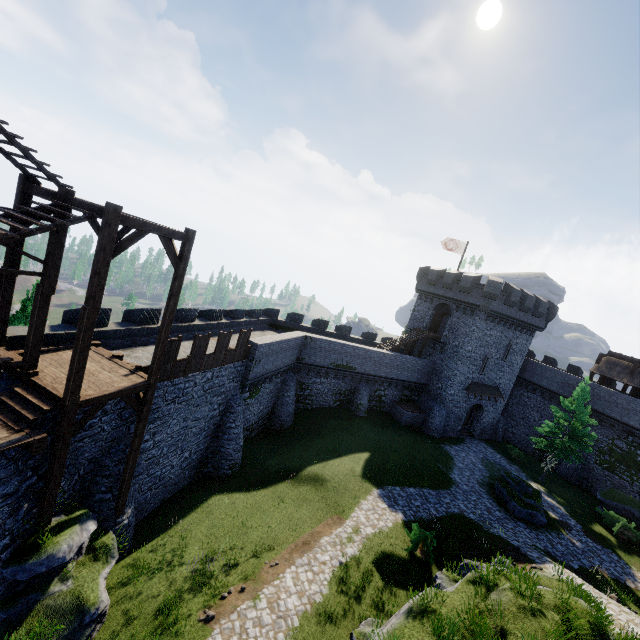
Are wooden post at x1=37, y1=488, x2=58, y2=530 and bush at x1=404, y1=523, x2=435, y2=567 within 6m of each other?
no

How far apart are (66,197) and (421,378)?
33.9 meters

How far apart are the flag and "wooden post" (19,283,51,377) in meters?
35.5 m

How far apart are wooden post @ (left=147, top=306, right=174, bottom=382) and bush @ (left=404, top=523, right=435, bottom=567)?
14.6 meters

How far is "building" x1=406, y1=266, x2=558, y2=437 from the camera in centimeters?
3281cm

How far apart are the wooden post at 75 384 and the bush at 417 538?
16.24m

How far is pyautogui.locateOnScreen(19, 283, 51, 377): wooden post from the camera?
9.8 meters

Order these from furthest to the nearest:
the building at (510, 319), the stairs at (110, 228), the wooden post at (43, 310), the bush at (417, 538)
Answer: the building at (510, 319) < the bush at (417, 538) < the wooden post at (43, 310) < the stairs at (110, 228)
